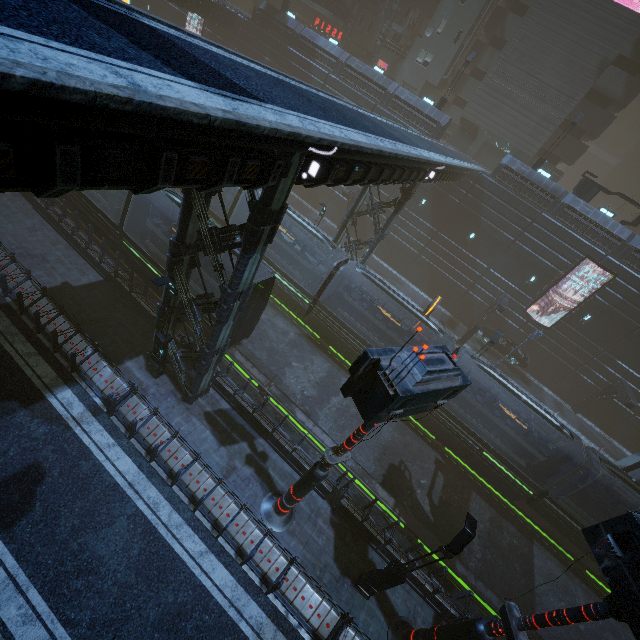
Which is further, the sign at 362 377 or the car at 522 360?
the car at 522 360

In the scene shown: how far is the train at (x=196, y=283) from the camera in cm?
1574

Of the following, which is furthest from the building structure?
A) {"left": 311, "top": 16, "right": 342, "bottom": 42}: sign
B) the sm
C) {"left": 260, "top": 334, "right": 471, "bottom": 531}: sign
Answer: {"left": 260, "top": 334, "right": 471, "bottom": 531}: sign

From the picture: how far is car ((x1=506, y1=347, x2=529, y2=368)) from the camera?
29.7m

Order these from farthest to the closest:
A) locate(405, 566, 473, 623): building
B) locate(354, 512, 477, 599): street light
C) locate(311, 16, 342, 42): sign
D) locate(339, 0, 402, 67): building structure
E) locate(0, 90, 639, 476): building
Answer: locate(311, 16, 342, 42): sign → locate(339, 0, 402, 67): building structure → locate(405, 566, 473, 623): building → locate(354, 512, 477, 599): street light → locate(0, 90, 639, 476): building

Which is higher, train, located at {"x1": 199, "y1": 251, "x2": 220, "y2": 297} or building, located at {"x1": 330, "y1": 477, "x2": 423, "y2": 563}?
train, located at {"x1": 199, "y1": 251, "x2": 220, "y2": 297}

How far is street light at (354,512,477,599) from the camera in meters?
9.1

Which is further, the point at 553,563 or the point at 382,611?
the point at 553,563
